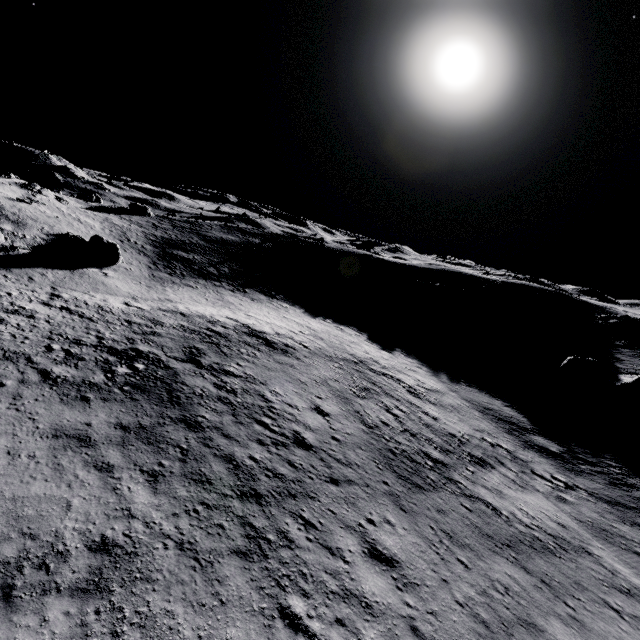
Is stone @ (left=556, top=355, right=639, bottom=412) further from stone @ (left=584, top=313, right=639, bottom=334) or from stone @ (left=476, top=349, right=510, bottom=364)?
stone @ (left=584, top=313, right=639, bottom=334)

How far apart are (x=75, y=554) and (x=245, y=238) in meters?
56.1

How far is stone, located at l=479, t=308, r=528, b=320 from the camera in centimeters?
4284cm

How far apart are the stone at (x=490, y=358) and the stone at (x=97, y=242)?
38.7 meters

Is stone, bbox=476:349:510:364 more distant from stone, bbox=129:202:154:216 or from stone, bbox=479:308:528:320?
stone, bbox=129:202:154:216

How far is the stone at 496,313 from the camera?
42.8 meters

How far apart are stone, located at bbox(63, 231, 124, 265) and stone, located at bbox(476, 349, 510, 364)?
38.65m

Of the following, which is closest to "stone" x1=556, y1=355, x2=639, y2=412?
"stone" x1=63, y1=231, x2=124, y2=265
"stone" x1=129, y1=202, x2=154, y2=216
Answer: "stone" x1=63, y1=231, x2=124, y2=265
